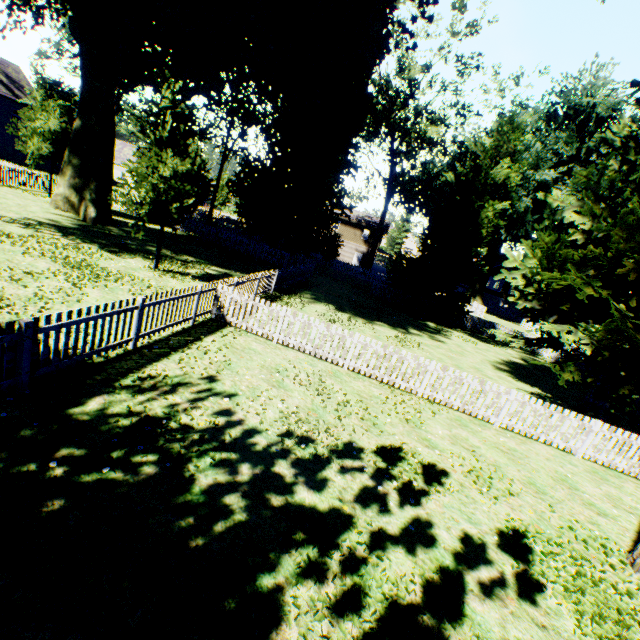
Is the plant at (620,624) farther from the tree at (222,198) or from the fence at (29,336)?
the tree at (222,198)

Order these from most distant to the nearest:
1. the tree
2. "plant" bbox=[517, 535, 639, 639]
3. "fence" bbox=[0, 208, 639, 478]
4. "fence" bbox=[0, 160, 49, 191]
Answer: the tree < "fence" bbox=[0, 160, 49, 191] < "fence" bbox=[0, 208, 639, 478] < "plant" bbox=[517, 535, 639, 639]

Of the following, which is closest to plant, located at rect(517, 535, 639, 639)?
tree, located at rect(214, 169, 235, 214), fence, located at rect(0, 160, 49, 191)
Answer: fence, located at rect(0, 160, 49, 191)

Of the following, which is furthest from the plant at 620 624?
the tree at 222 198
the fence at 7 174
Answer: the tree at 222 198

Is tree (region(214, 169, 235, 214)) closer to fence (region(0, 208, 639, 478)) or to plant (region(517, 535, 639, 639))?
fence (region(0, 208, 639, 478))

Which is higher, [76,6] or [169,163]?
[76,6]
